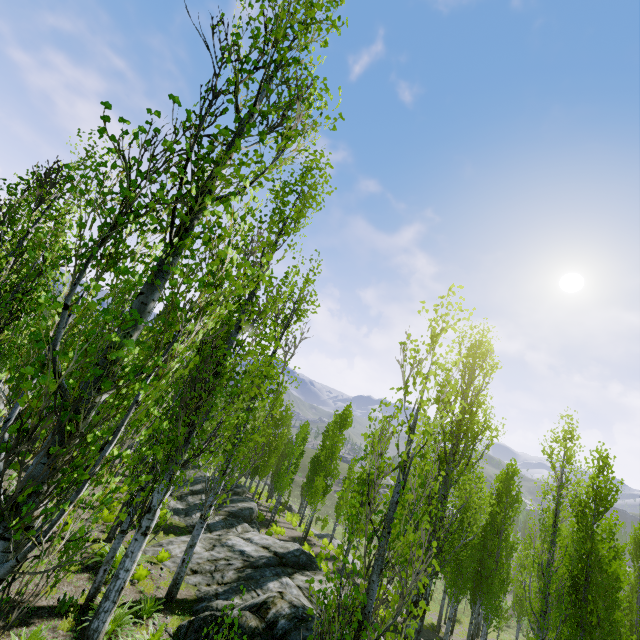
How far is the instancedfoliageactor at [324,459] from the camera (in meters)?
22.86

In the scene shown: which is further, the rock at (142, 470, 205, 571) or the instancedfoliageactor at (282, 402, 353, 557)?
the instancedfoliageactor at (282, 402, 353, 557)

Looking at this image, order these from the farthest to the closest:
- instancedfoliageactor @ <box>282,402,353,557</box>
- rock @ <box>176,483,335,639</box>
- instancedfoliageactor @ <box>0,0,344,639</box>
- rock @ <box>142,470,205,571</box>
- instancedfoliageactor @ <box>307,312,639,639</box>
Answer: instancedfoliageactor @ <box>282,402,353,557</box>
rock @ <box>142,470,205,571</box>
rock @ <box>176,483,335,639</box>
instancedfoliageactor @ <box>307,312,639,639</box>
instancedfoliageactor @ <box>0,0,344,639</box>

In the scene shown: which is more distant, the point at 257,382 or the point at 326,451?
the point at 326,451

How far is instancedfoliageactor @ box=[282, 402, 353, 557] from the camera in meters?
22.9

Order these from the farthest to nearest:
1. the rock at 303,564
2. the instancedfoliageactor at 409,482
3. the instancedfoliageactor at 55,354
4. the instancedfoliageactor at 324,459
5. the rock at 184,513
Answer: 1. the instancedfoliageactor at 324,459
2. the rock at 184,513
3. the rock at 303,564
4. the instancedfoliageactor at 409,482
5. the instancedfoliageactor at 55,354
